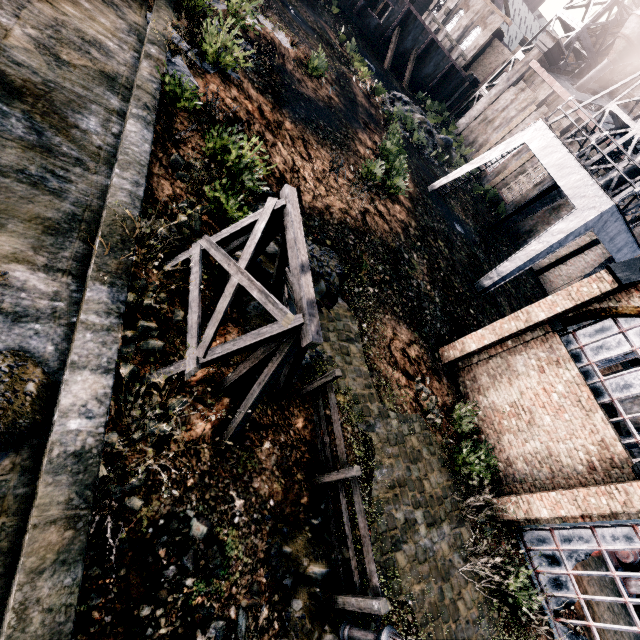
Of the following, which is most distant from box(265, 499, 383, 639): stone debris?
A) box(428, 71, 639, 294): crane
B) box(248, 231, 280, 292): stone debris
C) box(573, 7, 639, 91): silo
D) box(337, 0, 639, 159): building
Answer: box(573, 7, 639, 91): silo

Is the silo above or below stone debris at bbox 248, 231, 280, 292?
→ above

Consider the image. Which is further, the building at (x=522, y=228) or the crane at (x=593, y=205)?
the building at (x=522, y=228)

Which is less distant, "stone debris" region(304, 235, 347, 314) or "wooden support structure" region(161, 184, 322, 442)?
"wooden support structure" region(161, 184, 322, 442)

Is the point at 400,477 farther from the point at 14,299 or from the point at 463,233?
the point at 463,233

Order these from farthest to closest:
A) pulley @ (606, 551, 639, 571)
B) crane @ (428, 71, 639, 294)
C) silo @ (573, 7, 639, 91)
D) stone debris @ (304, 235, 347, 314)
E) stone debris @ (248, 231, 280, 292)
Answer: silo @ (573, 7, 639, 91), crane @ (428, 71, 639, 294), pulley @ (606, 551, 639, 571), stone debris @ (304, 235, 347, 314), stone debris @ (248, 231, 280, 292)

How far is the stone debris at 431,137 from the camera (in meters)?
30.48

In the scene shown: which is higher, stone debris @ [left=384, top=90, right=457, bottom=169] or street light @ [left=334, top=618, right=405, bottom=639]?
stone debris @ [left=384, top=90, right=457, bottom=169]
